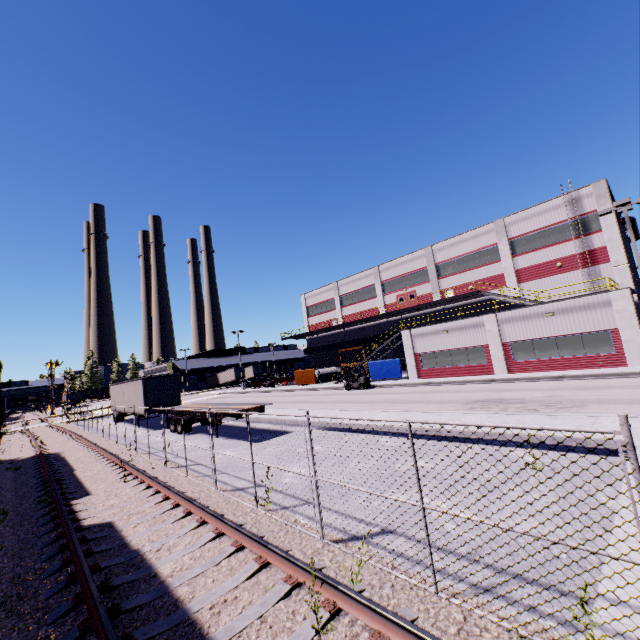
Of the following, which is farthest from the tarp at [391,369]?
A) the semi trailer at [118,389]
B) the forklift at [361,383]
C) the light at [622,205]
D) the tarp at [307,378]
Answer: the light at [622,205]

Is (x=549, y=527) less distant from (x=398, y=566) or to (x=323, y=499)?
(x=398, y=566)

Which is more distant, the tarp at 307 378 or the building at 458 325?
the tarp at 307 378

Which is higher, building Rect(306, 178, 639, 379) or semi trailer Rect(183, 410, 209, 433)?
building Rect(306, 178, 639, 379)

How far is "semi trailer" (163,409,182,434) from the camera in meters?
19.7

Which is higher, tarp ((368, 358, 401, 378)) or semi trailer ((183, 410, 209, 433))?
tarp ((368, 358, 401, 378))

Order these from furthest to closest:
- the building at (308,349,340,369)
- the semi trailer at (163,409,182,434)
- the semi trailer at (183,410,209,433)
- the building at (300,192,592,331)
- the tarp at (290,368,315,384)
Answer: the building at (308,349,340,369)
the tarp at (290,368,315,384)
the building at (300,192,592,331)
the semi trailer at (163,409,182,434)
the semi trailer at (183,410,209,433)

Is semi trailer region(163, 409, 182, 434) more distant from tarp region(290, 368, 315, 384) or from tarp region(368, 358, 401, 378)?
tarp region(368, 358, 401, 378)
